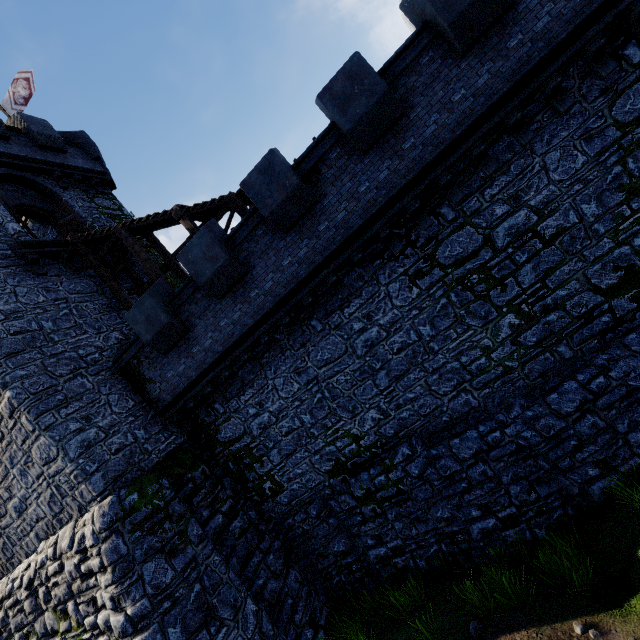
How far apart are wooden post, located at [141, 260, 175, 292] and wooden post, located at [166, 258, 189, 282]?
1.1 meters

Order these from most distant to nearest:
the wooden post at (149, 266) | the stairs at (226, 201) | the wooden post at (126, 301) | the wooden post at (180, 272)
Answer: the wooden post at (180, 272)
the wooden post at (126, 301)
the wooden post at (149, 266)
the stairs at (226, 201)

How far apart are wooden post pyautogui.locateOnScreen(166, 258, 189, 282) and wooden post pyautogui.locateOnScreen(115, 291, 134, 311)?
2.0 meters

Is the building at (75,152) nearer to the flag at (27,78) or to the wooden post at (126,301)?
the wooden post at (126,301)

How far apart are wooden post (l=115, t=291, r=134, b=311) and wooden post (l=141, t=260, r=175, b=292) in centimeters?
156cm

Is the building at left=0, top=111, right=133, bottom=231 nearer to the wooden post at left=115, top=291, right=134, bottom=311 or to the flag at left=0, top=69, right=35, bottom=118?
the wooden post at left=115, top=291, right=134, bottom=311

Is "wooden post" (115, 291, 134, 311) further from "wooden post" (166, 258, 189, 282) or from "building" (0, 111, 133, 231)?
"wooden post" (166, 258, 189, 282)

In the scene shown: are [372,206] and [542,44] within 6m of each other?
yes
